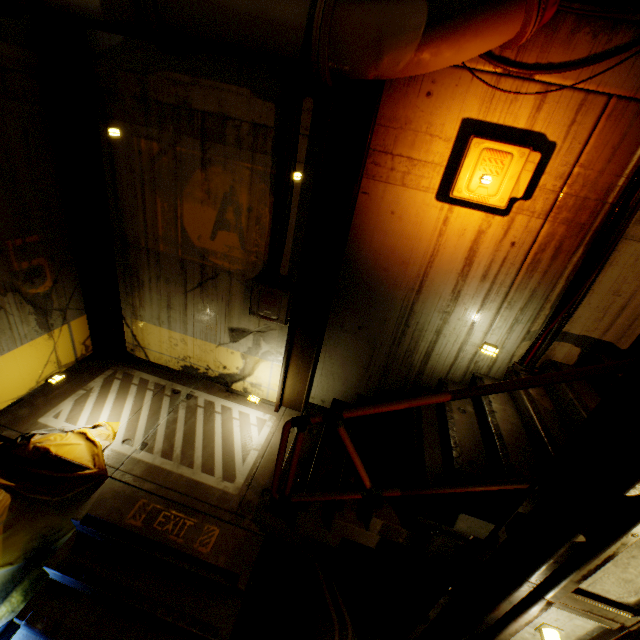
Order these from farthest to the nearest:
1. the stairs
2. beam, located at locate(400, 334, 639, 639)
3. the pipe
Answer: the stairs < the pipe < beam, located at locate(400, 334, 639, 639)

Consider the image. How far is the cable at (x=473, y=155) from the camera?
3.0m

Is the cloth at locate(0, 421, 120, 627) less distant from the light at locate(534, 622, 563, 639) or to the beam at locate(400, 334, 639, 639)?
the beam at locate(400, 334, 639, 639)

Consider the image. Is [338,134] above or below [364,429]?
above

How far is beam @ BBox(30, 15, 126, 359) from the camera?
3.63m

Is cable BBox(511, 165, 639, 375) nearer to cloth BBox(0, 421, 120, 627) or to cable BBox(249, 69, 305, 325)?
cable BBox(249, 69, 305, 325)

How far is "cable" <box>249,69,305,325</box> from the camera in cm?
334

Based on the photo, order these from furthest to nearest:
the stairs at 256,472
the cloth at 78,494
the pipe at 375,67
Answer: the cloth at 78,494 < the stairs at 256,472 < the pipe at 375,67
